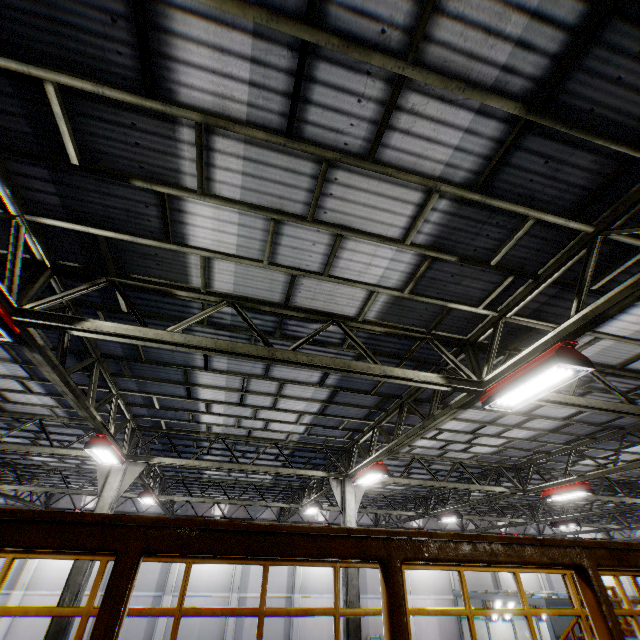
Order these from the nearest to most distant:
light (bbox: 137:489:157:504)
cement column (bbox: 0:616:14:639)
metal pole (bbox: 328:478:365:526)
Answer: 1. metal pole (bbox: 328:478:365:526)
2. light (bbox: 137:489:157:504)
3. cement column (bbox: 0:616:14:639)

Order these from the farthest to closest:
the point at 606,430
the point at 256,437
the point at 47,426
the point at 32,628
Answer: the point at 32,628 → the point at 256,437 → the point at 47,426 → the point at 606,430

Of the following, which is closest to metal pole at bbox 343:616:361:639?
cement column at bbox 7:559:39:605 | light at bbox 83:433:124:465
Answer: light at bbox 83:433:124:465

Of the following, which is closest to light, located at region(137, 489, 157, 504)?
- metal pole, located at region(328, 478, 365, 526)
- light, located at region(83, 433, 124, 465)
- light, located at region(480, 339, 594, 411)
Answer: light, located at region(83, 433, 124, 465)

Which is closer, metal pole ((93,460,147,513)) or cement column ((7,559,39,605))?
metal pole ((93,460,147,513))

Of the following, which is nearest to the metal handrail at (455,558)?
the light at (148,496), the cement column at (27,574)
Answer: the light at (148,496)

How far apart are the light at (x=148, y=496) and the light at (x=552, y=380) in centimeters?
1437cm

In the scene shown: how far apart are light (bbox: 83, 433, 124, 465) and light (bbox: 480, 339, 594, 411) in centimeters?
863cm
